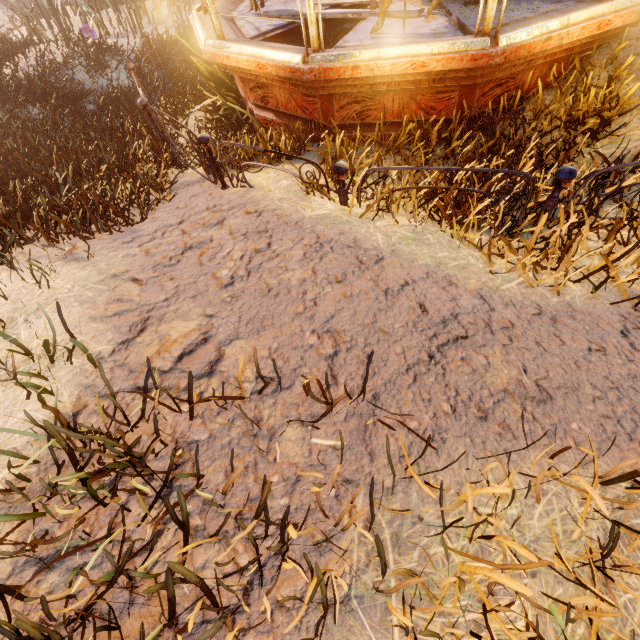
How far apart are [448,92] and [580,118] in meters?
1.5

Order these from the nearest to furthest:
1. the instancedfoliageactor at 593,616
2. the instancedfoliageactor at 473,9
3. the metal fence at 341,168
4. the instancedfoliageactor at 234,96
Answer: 1. the instancedfoliageactor at 593,616
2. the instancedfoliageactor at 234,96
3. the metal fence at 341,168
4. the instancedfoliageactor at 473,9

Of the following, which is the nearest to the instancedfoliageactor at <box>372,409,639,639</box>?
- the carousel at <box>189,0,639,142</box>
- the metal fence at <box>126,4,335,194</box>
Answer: the carousel at <box>189,0,639,142</box>

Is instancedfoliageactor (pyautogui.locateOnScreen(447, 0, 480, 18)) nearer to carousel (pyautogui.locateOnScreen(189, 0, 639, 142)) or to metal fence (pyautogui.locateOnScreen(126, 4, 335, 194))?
carousel (pyautogui.locateOnScreen(189, 0, 639, 142))

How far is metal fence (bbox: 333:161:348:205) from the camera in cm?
321

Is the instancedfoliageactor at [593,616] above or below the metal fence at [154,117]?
above
